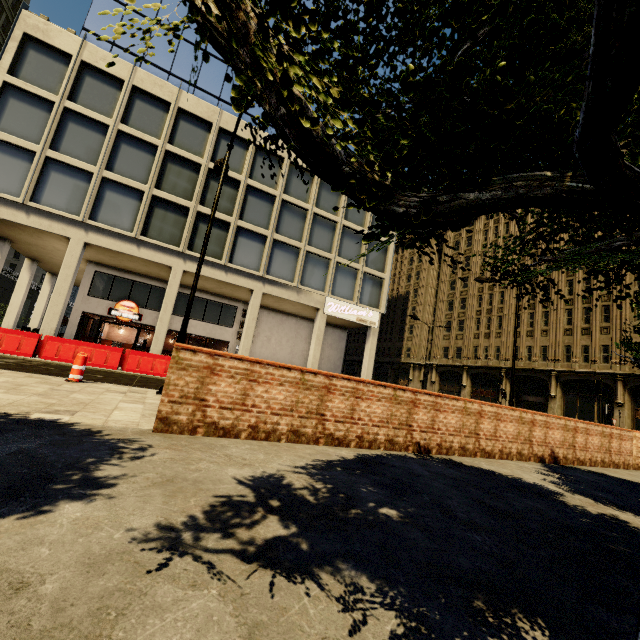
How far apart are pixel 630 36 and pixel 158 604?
2.4m

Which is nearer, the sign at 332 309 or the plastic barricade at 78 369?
the plastic barricade at 78 369

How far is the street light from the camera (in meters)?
8.64

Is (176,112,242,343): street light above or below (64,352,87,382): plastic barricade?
above

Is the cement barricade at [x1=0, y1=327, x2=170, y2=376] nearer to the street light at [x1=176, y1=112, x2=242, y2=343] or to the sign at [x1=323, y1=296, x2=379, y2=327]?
the street light at [x1=176, y1=112, x2=242, y2=343]

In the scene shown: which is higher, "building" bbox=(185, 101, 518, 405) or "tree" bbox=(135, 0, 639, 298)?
"building" bbox=(185, 101, 518, 405)

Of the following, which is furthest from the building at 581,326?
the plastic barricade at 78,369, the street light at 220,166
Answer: the plastic barricade at 78,369

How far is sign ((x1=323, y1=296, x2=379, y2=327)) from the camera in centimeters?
2327cm
